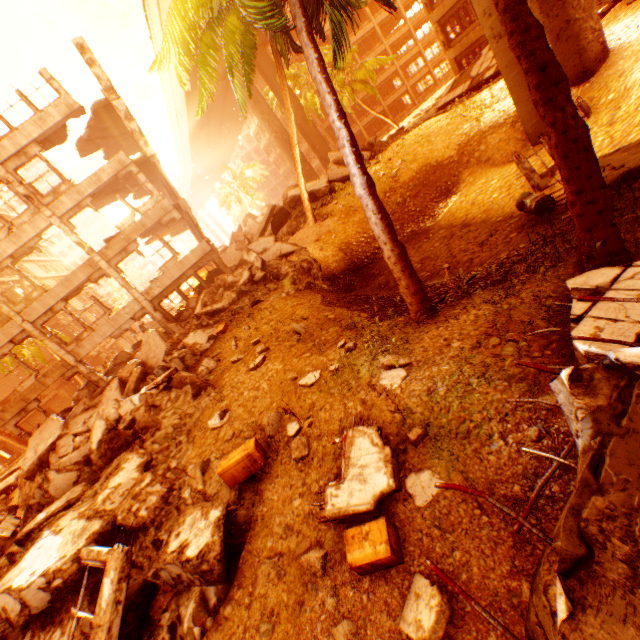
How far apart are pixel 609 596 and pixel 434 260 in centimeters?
1043cm

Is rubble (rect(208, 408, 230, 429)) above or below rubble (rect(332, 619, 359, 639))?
above

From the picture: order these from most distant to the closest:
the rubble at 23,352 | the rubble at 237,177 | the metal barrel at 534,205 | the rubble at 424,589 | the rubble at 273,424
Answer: the rubble at 237,177
the rubble at 23,352
the metal barrel at 534,205
the rubble at 273,424
the rubble at 424,589

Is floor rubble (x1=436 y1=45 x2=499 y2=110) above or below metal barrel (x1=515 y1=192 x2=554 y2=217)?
above

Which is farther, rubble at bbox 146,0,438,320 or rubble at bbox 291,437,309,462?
rubble at bbox 146,0,438,320

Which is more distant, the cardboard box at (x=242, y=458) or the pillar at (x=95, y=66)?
the pillar at (x=95, y=66)

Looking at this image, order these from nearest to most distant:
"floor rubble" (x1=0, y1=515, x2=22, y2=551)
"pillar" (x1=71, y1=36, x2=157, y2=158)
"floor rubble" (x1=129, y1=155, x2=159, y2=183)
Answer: "floor rubble" (x1=0, y1=515, x2=22, y2=551) → "pillar" (x1=71, y1=36, x2=157, y2=158) → "floor rubble" (x1=129, y1=155, x2=159, y2=183)
